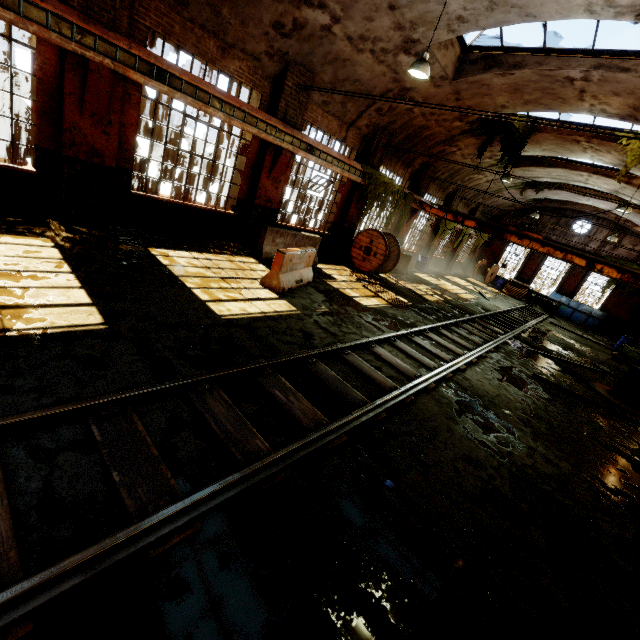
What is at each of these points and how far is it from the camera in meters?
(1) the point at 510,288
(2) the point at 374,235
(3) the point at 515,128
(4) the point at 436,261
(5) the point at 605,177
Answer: (1) wooden pallet, 26.7
(2) cable drum, 13.7
(3) vine, 13.7
(4) building, 24.8
(5) building, 15.7

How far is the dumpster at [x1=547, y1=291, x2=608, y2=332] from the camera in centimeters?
2339cm

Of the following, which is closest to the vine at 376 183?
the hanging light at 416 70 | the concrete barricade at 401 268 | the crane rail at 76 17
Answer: the crane rail at 76 17

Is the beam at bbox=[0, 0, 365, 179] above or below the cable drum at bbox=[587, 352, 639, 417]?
above

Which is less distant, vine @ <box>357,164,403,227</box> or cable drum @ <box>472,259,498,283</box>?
vine @ <box>357,164,403,227</box>

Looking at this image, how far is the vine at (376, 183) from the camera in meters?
13.3

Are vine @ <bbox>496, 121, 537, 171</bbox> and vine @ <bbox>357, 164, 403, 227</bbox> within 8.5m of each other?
yes

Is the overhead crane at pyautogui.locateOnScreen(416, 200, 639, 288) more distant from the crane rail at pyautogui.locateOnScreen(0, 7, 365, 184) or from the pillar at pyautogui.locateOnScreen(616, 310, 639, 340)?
the pillar at pyautogui.locateOnScreen(616, 310, 639, 340)
